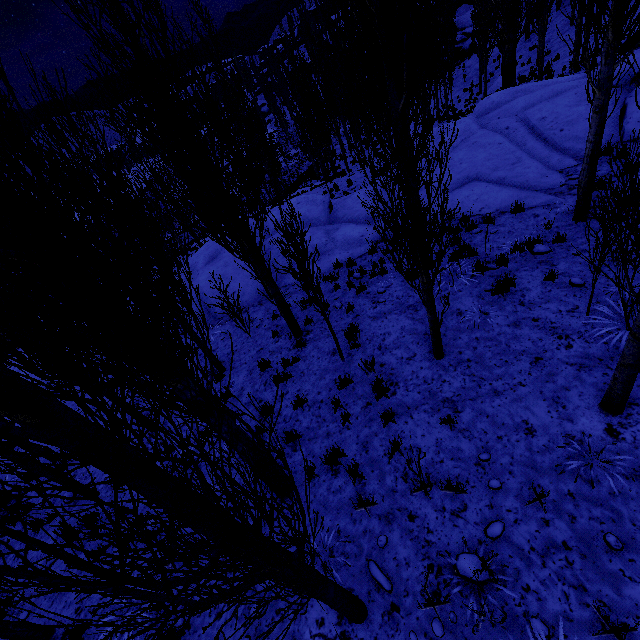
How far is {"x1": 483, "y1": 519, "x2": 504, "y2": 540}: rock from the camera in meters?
3.8 m

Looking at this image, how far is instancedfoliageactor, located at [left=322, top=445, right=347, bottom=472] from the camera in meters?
5.3 m

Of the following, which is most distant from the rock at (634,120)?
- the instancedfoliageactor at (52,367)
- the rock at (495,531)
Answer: the rock at (495,531)

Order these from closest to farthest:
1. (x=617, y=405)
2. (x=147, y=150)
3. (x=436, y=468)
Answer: (x=617, y=405), (x=436, y=468), (x=147, y=150)

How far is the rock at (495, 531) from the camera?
3.8 meters

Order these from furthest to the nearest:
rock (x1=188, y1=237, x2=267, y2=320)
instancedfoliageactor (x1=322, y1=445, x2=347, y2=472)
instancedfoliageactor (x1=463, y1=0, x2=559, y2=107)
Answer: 1. instancedfoliageactor (x1=463, y1=0, x2=559, y2=107)
2. rock (x1=188, y1=237, x2=267, y2=320)
3. instancedfoliageactor (x1=322, y1=445, x2=347, y2=472)
